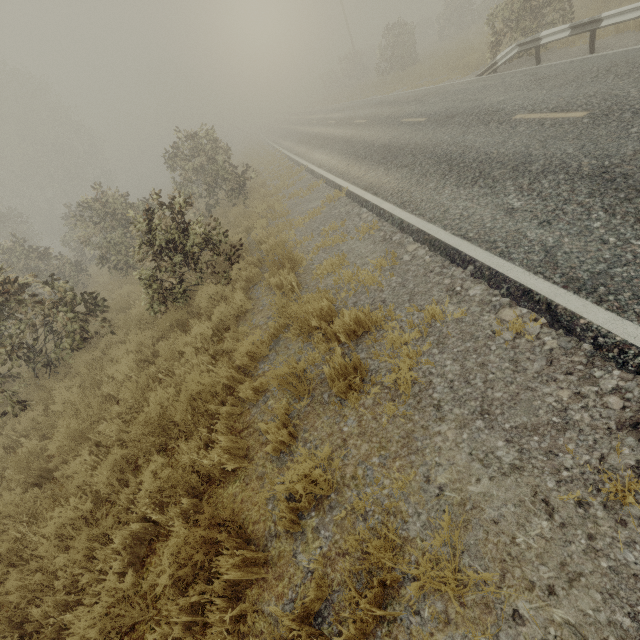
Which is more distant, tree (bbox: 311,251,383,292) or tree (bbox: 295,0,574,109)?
tree (bbox: 295,0,574,109)

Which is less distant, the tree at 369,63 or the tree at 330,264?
→ the tree at 330,264

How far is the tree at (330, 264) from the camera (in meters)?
5.22

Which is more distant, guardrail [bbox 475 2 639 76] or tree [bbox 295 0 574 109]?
tree [bbox 295 0 574 109]

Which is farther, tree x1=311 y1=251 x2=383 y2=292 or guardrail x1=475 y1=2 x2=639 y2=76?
guardrail x1=475 y1=2 x2=639 y2=76

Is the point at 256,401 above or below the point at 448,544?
below

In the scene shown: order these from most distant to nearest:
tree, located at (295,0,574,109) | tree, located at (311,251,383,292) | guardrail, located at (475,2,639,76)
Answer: tree, located at (295,0,574,109), guardrail, located at (475,2,639,76), tree, located at (311,251,383,292)

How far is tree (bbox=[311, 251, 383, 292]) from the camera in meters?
5.2 m
